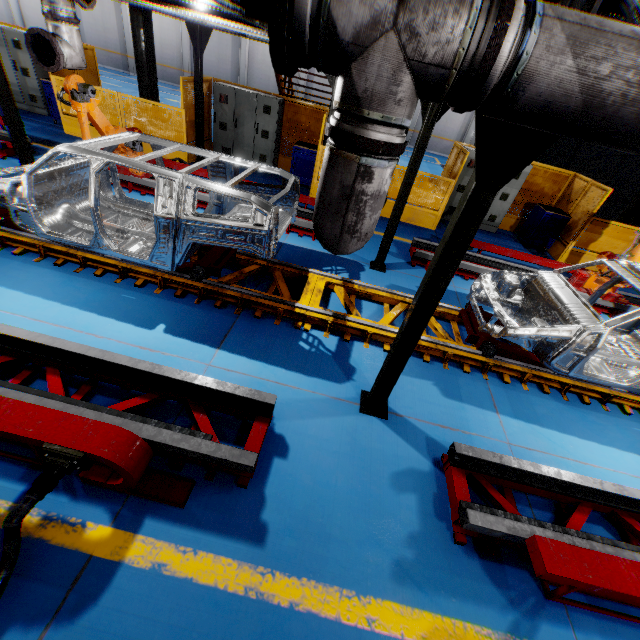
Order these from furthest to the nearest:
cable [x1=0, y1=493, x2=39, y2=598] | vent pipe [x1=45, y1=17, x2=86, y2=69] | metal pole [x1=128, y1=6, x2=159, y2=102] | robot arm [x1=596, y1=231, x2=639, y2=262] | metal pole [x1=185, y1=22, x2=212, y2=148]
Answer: metal pole [x1=128, y1=6, x2=159, y2=102] → metal pole [x1=185, y1=22, x2=212, y2=148] → robot arm [x1=596, y1=231, x2=639, y2=262] → vent pipe [x1=45, y1=17, x2=86, y2=69] → cable [x1=0, y1=493, x2=39, y2=598]

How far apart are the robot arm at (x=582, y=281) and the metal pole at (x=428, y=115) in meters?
4.3 m

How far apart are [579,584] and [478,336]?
3.3 meters

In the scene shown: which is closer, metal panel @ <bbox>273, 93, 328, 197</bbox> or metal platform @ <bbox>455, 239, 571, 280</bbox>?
metal platform @ <bbox>455, 239, 571, 280</bbox>

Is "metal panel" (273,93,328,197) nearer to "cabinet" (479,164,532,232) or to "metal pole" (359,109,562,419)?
"cabinet" (479,164,532,232)

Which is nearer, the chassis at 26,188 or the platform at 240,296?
the chassis at 26,188

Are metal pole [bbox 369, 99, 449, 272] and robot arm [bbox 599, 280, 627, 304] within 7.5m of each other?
yes

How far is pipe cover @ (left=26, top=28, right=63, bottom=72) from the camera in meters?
5.5 m
